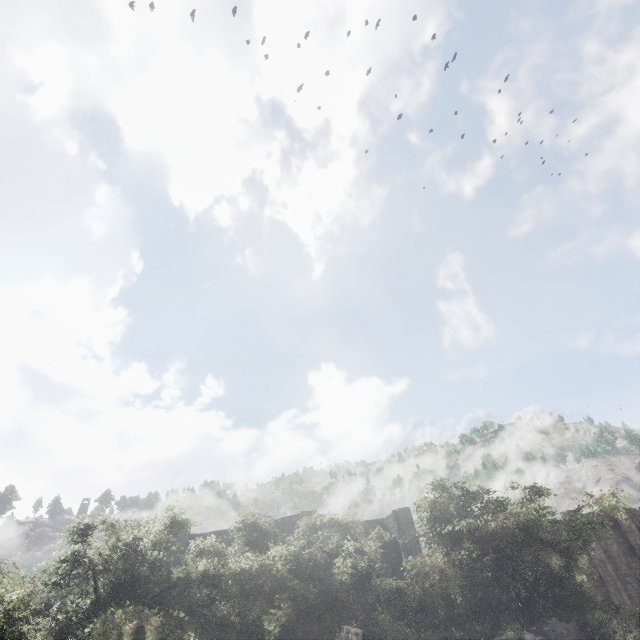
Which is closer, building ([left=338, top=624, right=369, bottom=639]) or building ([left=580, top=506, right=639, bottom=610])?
building ([left=338, top=624, right=369, bottom=639])

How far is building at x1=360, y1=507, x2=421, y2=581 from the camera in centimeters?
2811cm

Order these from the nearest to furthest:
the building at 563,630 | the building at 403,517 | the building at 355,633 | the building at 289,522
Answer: the building at 355,633, the building at 563,630, the building at 289,522, the building at 403,517

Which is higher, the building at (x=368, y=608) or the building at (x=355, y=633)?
the building at (x=355, y=633)

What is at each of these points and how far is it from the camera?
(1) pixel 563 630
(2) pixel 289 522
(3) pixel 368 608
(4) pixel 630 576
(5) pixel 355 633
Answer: (1) building, 13.33m
(2) building, 24.22m
(3) building, 22.00m
(4) building, 29.34m
(5) building, 10.27m

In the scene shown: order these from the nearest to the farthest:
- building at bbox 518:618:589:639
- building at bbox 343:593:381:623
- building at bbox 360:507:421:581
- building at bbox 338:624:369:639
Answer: building at bbox 338:624:369:639 < building at bbox 518:618:589:639 < building at bbox 343:593:381:623 < building at bbox 360:507:421:581

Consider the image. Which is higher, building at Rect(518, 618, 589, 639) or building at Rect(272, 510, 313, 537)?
building at Rect(272, 510, 313, 537)
